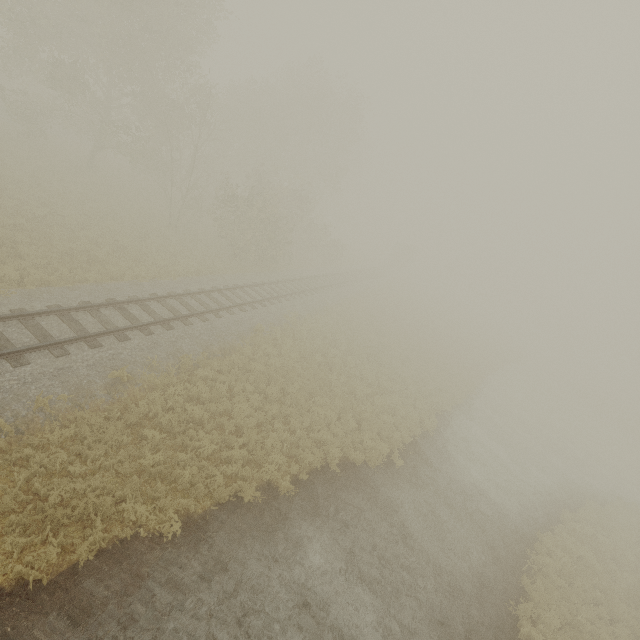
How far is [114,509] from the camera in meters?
7.2 m

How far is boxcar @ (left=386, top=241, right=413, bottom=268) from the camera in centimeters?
5806cm

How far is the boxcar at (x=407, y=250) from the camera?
58.06m

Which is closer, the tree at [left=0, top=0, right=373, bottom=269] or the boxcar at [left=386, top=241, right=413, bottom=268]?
the tree at [left=0, top=0, right=373, bottom=269]

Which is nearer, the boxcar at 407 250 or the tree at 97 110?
the tree at 97 110
